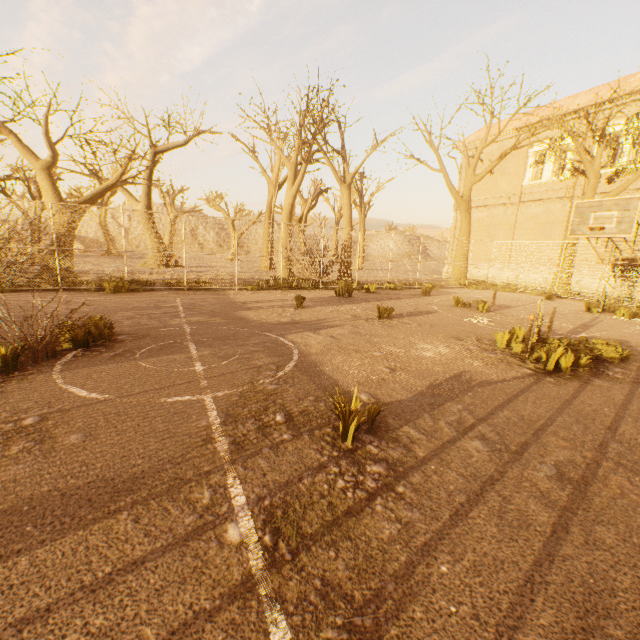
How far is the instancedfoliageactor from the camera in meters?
13.5 m

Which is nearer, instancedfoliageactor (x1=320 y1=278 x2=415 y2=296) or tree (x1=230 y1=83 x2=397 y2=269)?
instancedfoliageactor (x1=320 y1=278 x2=415 y2=296)

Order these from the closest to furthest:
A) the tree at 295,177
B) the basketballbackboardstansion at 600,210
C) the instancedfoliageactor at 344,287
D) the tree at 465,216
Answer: the basketballbackboardstansion at 600,210, the instancedfoliageactor at 344,287, the tree at 465,216, the tree at 295,177

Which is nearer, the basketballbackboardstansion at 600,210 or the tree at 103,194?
the basketballbackboardstansion at 600,210

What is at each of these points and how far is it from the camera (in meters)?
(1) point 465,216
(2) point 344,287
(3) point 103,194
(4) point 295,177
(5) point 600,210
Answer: (1) tree, 21.41
(2) instancedfoliageactor, 15.89
(3) tree, 13.23
(4) tree, 19.12
(5) basketballbackboardstansion, 10.43

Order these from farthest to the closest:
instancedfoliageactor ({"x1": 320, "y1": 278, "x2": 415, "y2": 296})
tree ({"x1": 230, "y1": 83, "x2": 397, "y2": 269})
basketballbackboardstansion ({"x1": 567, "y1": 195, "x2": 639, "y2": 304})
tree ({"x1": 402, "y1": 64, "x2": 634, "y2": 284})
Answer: tree ({"x1": 230, "y1": 83, "x2": 397, "y2": 269}) < tree ({"x1": 402, "y1": 64, "x2": 634, "y2": 284}) < instancedfoliageactor ({"x1": 320, "y1": 278, "x2": 415, "y2": 296}) < basketballbackboardstansion ({"x1": 567, "y1": 195, "x2": 639, "y2": 304})

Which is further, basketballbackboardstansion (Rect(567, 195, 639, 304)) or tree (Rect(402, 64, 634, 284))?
tree (Rect(402, 64, 634, 284))
